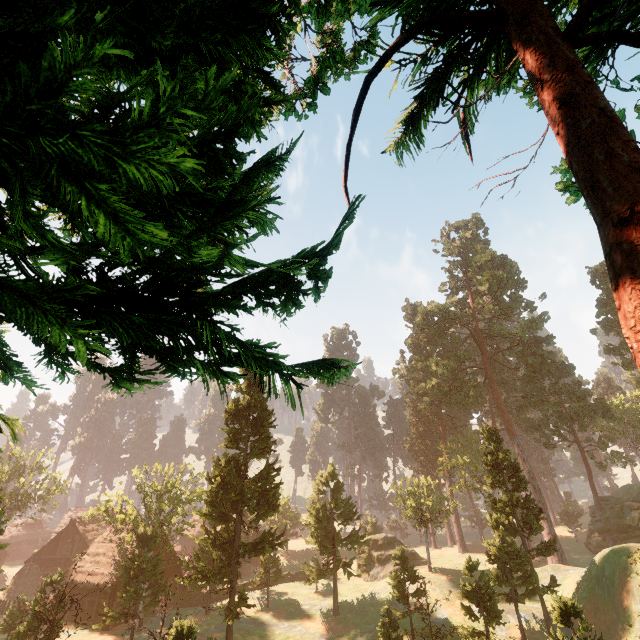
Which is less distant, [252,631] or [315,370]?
[315,370]

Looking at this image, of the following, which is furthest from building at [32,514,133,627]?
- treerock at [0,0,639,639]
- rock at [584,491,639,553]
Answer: rock at [584,491,639,553]

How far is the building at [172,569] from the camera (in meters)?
36.06

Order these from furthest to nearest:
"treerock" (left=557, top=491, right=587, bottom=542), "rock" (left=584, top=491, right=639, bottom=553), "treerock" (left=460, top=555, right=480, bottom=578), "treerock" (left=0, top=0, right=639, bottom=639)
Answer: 1. "treerock" (left=557, top=491, right=587, bottom=542)
2. "rock" (left=584, top=491, right=639, bottom=553)
3. "treerock" (left=460, top=555, right=480, bottom=578)
4. "treerock" (left=0, top=0, right=639, bottom=639)

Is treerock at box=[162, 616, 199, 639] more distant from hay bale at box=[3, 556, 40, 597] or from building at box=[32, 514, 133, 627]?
hay bale at box=[3, 556, 40, 597]

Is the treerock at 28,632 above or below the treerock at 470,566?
below

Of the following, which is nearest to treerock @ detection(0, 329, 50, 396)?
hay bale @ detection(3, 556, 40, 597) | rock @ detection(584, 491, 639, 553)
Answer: rock @ detection(584, 491, 639, 553)

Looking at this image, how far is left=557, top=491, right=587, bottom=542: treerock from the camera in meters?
51.7 m
